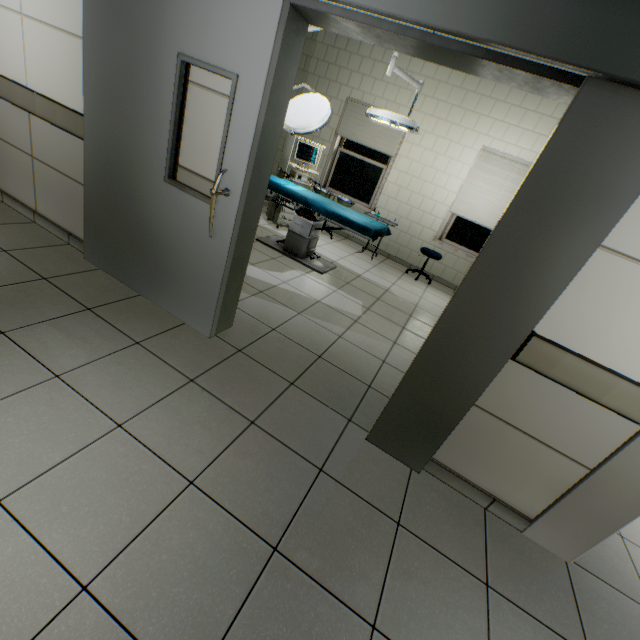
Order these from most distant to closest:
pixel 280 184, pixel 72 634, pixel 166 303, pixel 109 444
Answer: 1. pixel 280 184
2. pixel 166 303
3. pixel 109 444
4. pixel 72 634

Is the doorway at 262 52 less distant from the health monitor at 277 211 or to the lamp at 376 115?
the lamp at 376 115

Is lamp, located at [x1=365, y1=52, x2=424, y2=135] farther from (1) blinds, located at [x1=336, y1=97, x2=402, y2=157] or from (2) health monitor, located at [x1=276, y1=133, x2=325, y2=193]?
(1) blinds, located at [x1=336, y1=97, x2=402, y2=157]

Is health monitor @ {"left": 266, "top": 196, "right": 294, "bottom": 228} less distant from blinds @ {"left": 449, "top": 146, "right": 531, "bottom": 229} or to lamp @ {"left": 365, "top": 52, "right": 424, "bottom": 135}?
lamp @ {"left": 365, "top": 52, "right": 424, "bottom": 135}

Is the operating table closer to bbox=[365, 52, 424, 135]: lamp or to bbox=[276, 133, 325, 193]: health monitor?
bbox=[276, 133, 325, 193]: health monitor

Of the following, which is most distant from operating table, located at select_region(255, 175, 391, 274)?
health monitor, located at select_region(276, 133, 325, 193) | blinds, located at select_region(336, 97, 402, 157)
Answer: blinds, located at select_region(336, 97, 402, 157)

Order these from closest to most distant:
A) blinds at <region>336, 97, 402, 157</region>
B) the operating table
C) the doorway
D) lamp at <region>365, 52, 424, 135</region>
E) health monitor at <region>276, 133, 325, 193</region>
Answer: the doorway → lamp at <region>365, 52, 424, 135</region> → the operating table → health monitor at <region>276, 133, 325, 193</region> → blinds at <region>336, 97, 402, 157</region>

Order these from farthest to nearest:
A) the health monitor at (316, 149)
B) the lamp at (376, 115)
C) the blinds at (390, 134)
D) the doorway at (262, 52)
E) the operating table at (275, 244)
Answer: the blinds at (390, 134)
the health monitor at (316, 149)
the operating table at (275, 244)
the lamp at (376, 115)
the doorway at (262, 52)
